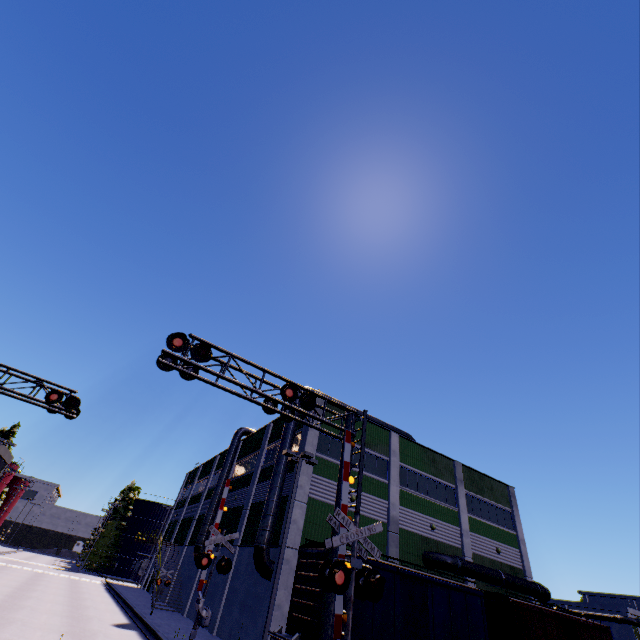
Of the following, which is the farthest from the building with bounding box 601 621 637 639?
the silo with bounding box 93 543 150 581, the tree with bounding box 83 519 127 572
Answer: the tree with bounding box 83 519 127 572

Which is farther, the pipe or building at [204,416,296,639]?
the pipe

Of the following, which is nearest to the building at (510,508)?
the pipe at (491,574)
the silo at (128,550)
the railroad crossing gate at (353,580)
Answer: the pipe at (491,574)

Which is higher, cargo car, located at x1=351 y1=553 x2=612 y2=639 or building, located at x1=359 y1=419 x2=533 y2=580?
building, located at x1=359 y1=419 x2=533 y2=580

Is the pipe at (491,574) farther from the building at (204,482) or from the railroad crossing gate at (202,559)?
the railroad crossing gate at (202,559)

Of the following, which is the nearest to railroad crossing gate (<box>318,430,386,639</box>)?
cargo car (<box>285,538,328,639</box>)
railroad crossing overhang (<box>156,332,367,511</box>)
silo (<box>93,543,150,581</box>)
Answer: railroad crossing overhang (<box>156,332,367,511</box>)

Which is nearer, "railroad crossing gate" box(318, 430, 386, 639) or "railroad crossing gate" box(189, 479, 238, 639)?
"railroad crossing gate" box(318, 430, 386, 639)

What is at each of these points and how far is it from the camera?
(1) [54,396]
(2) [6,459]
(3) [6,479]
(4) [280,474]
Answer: (1) railroad crossing overhang, 15.2m
(2) building, 43.8m
(3) silo, 56.5m
(4) vent duct, 21.8m
